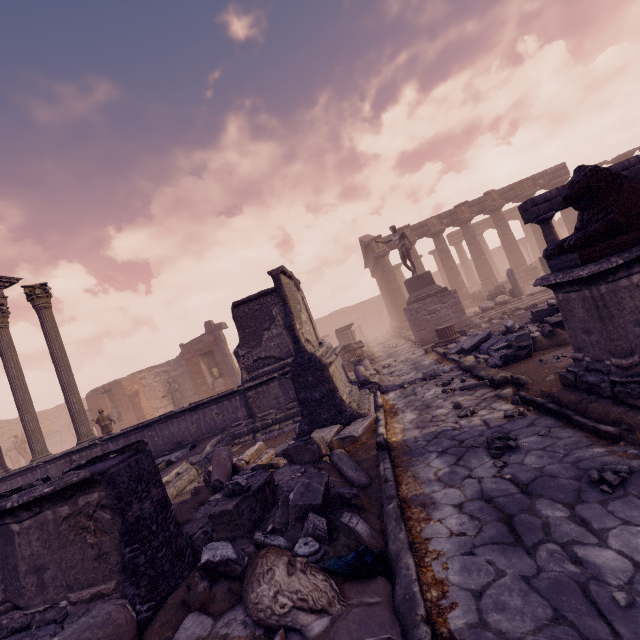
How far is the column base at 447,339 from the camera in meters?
11.7 m

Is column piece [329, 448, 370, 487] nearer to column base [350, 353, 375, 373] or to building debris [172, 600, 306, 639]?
building debris [172, 600, 306, 639]

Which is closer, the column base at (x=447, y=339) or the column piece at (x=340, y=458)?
the column piece at (x=340, y=458)

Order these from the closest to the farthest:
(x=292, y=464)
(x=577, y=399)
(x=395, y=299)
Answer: (x=577, y=399) < (x=292, y=464) < (x=395, y=299)

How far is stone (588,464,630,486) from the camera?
2.8 meters

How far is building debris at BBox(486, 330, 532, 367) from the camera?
6.88m

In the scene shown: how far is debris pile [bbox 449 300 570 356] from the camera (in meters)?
7.05

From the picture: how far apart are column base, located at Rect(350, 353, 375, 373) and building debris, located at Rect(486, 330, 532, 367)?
5.2 meters
